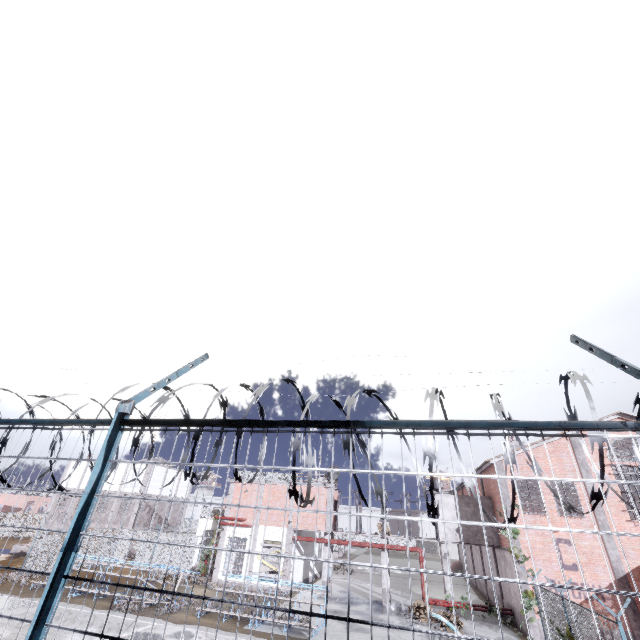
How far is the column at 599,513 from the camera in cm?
1877

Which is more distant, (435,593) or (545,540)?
(435,593)

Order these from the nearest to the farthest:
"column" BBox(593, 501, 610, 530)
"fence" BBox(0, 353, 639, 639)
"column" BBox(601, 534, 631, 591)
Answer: "fence" BBox(0, 353, 639, 639), "column" BBox(601, 534, 631, 591), "column" BBox(593, 501, 610, 530)

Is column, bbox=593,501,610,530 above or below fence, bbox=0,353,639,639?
above

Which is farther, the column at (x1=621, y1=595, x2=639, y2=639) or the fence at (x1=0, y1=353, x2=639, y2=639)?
the column at (x1=621, y1=595, x2=639, y2=639)

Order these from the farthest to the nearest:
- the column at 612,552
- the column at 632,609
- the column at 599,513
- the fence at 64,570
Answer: the column at 599,513
the column at 612,552
the column at 632,609
the fence at 64,570

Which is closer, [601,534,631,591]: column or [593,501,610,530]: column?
[601,534,631,591]: column

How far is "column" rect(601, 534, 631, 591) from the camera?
17.39m
